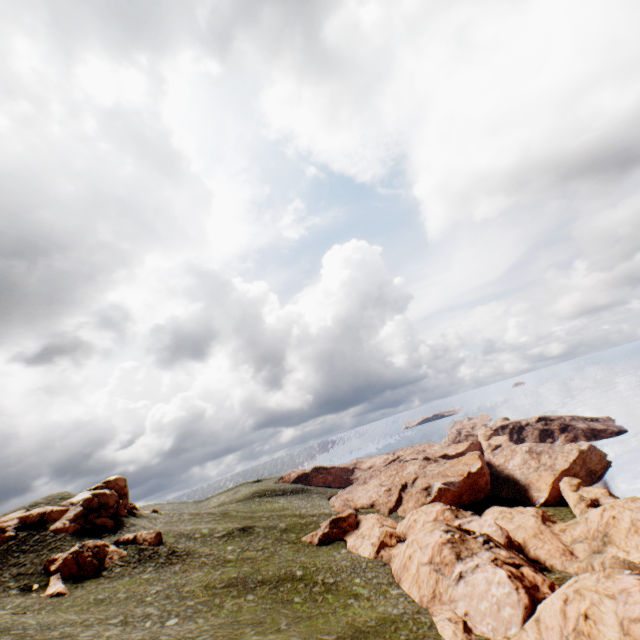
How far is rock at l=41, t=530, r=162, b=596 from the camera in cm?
3616

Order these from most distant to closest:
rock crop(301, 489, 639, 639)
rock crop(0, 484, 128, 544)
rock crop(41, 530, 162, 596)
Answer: rock crop(0, 484, 128, 544), rock crop(41, 530, 162, 596), rock crop(301, 489, 639, 639)

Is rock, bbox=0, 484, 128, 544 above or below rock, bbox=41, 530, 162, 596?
above

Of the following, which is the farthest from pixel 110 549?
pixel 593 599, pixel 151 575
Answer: pixel 593 599

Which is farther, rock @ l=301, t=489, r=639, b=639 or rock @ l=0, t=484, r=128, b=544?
rock @ l=0, t=484, r=128, b=544

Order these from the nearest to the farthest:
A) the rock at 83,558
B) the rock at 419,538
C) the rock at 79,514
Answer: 1. the rock at 419,538
2. the rock at 83,558
3. the rock at 79,514

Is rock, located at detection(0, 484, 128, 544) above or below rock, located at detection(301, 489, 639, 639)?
above

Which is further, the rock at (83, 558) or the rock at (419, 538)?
the rock at (83, 558)
